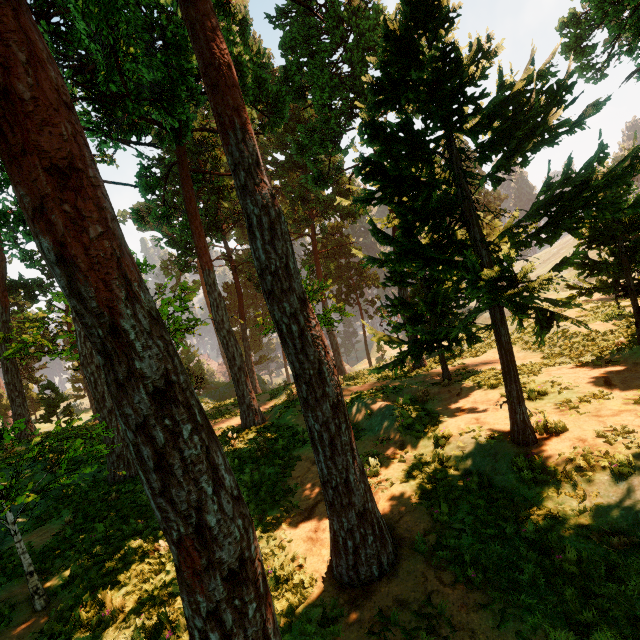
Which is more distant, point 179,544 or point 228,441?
point 228,441
